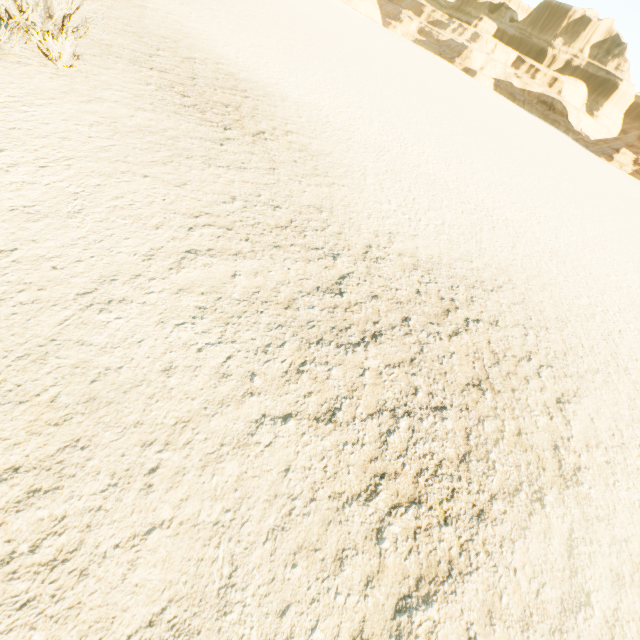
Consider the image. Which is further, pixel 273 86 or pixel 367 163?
pixel 273 86
